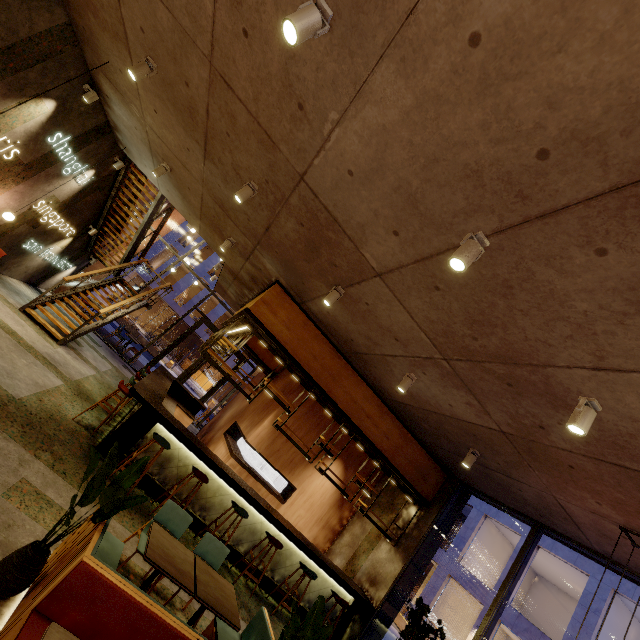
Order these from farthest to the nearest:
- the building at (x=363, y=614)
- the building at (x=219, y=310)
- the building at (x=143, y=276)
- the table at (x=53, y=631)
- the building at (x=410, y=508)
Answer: the building at (x=219, y=310) → the building at (x=143, y=276) → the building at (x=410, y=508) → the building at (x=363, y=614) → the table at (x=53, y=631)

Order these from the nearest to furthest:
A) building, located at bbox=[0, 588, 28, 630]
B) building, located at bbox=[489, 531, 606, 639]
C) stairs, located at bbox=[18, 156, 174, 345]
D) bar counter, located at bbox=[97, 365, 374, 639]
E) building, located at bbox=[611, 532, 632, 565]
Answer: building, located at bbox=[0, 588, 28, 630] < building, located at bbox=[611, 532, 632, 565] < bar counter, located at bbox=[97, 365, 374, 639] < stairs, located at bbox=[18, 156, 174, 345] < building, located at bbox=[489, 531, 606, 639]

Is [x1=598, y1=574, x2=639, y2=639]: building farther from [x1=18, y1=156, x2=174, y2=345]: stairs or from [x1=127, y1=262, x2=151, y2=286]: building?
[x1=18, y1=156, x2=174, y2=345]: stairs

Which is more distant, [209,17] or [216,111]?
[216,111]

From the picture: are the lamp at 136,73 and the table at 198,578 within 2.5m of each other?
no

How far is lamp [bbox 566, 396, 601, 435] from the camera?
2.9 meters

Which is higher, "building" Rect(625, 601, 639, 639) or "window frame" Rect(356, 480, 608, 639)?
"building" Rect(625, 601, 639, 639)

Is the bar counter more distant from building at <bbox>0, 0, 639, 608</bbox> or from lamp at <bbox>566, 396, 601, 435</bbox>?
lamp at <bbox>566, 396, 601, 435</bbox>
